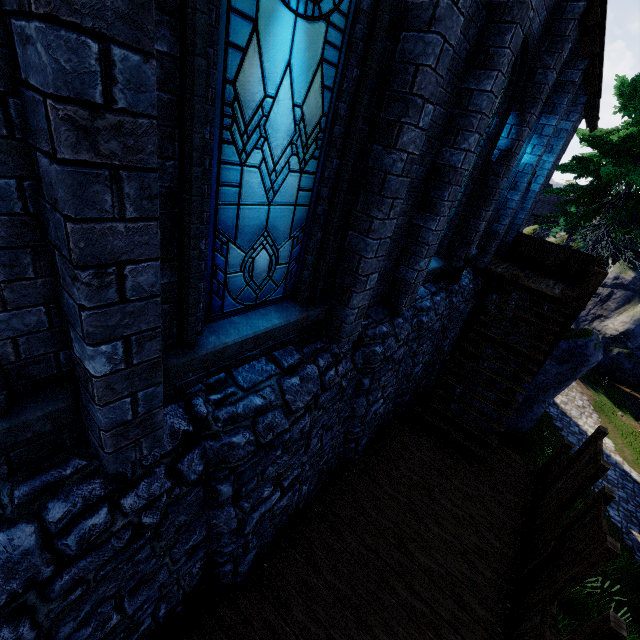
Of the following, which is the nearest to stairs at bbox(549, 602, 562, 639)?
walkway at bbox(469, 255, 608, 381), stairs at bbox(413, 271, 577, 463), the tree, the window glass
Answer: stairs at bbox(413, 271, 577, 463)

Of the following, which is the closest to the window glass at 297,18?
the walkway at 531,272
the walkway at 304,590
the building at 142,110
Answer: the building at 142,110

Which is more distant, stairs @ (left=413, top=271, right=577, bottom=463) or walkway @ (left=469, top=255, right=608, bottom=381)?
walkway @ (left=469, top=255, right=608, bottom=381)

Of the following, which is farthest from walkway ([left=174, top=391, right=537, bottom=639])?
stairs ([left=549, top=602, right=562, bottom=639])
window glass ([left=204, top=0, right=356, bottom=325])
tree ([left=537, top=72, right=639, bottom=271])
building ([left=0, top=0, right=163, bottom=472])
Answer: tree ([left=537, top=72, right=639, bottom=271])

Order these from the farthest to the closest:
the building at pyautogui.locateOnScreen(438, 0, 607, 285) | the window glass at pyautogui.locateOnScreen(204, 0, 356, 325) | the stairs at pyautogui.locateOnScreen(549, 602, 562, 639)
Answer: the stairs at pyautogui.locateOnScreen(549, 602, 562, 639) → the building at pyautogui.locateOnScreen(438, 0, 607, 285) → the window glass at pyautogui.locateOnScreen(204, 0, 356, 325)

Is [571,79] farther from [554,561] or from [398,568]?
[398,568]

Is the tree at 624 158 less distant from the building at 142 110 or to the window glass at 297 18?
the building at 142 110

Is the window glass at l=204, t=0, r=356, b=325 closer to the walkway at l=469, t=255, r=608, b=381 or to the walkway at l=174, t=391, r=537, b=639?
the walkway at l=174, t=391, r=537, b=639
